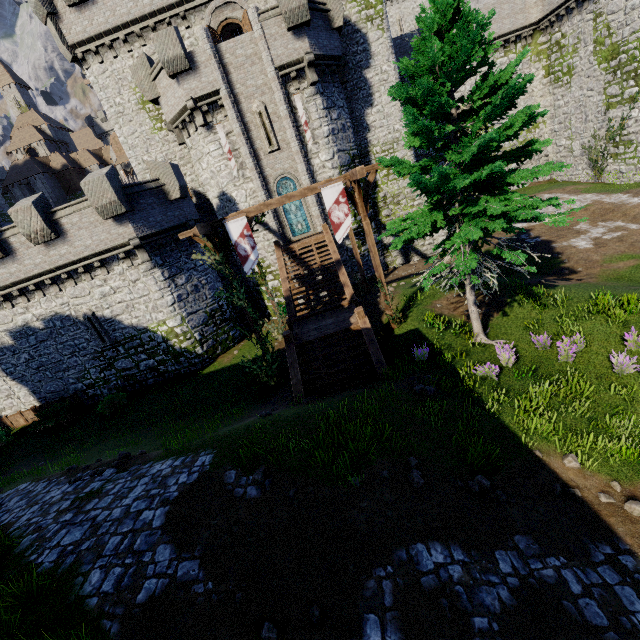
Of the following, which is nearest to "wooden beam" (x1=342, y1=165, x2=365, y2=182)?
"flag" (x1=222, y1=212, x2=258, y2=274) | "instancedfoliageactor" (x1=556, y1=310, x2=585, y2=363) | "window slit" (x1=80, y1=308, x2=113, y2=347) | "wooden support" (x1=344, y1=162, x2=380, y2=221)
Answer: "wooden support" (x1=344, y1=162, x2=380, y2=221)

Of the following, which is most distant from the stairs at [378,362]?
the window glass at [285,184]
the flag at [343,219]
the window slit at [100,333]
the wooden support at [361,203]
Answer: the window slit at [100,333]

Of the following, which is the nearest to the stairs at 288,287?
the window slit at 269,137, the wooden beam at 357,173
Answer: the wooden beam at 357,173

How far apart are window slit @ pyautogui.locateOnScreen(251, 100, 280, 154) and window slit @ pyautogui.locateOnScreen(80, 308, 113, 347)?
13.9 meters

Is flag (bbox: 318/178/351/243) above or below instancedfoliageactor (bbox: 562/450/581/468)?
above

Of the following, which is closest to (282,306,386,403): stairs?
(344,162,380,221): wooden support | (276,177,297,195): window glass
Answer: (344,162,380,221): wooden support

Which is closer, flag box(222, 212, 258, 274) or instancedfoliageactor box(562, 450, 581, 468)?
instancedfoliageactor box(562, 450, 581, 468)

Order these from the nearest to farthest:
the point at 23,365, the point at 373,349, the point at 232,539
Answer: the point at 232,539
the point at 373,349
the point at 23,365
